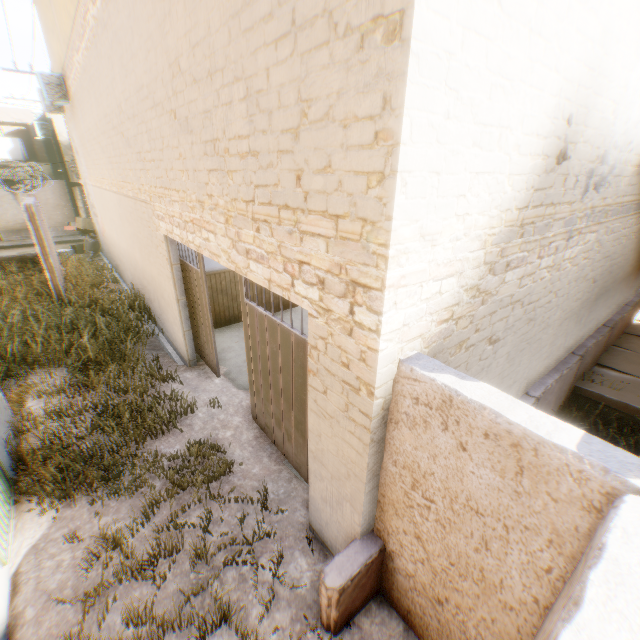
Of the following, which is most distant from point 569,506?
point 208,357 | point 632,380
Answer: point 632,380

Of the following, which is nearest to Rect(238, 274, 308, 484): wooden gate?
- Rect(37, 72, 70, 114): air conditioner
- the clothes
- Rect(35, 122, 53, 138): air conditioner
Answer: Rect(37, 72, 70, 114): air conditioner

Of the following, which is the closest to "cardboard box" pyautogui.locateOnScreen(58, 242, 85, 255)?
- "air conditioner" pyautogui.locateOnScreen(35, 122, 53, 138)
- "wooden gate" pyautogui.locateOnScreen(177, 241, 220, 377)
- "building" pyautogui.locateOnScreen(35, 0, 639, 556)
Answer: "building" pyautogui.locateOnScreen(35, 0, 639, 556)

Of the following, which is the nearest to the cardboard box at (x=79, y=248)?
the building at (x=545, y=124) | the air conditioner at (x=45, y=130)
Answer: the building at (x=545, y=124)

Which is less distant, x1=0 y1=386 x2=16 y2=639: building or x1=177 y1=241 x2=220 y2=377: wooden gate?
x1=0 y1=386 x2=16 y2=639: building

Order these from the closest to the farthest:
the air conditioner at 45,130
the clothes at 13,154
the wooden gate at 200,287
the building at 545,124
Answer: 1. the building at 545,124
2. the wooden gate at 200,287
3. the air conditioner at 45,130
4. the clothes at 13,154

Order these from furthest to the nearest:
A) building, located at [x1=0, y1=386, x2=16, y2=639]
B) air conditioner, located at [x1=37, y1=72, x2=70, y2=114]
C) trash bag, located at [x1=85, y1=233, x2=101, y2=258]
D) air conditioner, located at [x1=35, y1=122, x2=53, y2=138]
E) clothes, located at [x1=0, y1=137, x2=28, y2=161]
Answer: clothes, located at [x1=0, y1=137, x2=28, y2=161], air conditioner, located at [x1=35, y1=122, x2=53, y2=138], trash bag, located at [x1=85, y1=233, x2=101, y2=258], air conditioner, located at [x1=37, y1=72, x2=70, y2=114], building, located at [x1=0, y1=386, x2=16, y2=639]
